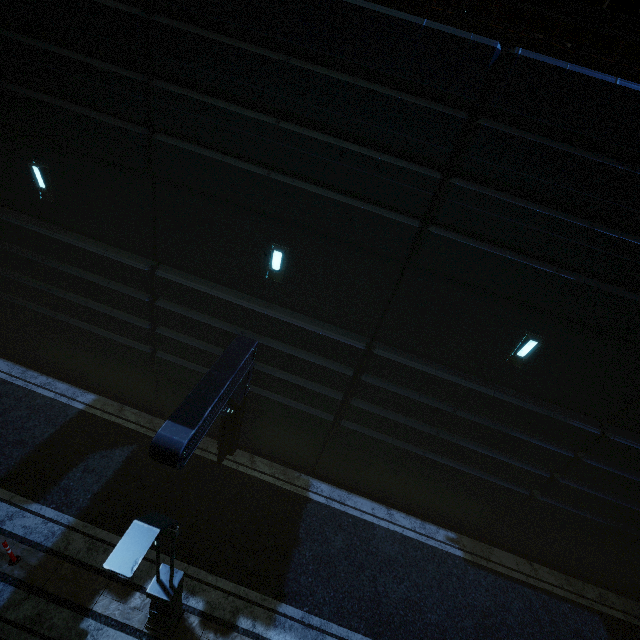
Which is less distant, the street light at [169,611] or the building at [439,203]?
the street light at [169,611]

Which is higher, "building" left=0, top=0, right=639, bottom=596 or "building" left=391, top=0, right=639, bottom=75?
"building" left=391, top=0, right=639, bottom=75

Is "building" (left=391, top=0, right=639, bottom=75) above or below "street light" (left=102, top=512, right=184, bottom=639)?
above

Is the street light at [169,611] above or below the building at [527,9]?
below

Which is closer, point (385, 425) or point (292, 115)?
point (292, 115)

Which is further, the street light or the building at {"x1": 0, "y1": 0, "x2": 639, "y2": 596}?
the building at {"x1": 0, "y1": 0, "x2": 639, "y2": 596}
